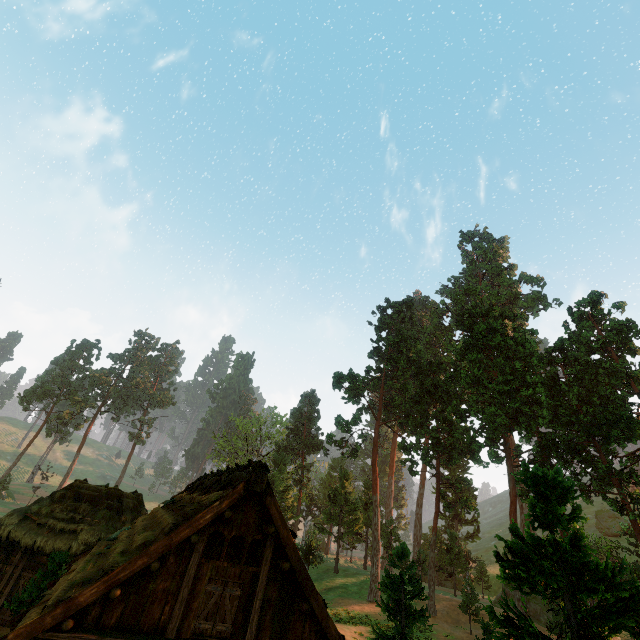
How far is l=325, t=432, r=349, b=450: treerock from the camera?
40.0m

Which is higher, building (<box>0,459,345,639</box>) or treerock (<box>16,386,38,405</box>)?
treerock (<box>16,386,38,405</box>)

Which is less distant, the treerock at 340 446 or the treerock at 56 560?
the treerock at 56 560

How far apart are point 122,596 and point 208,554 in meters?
11.8

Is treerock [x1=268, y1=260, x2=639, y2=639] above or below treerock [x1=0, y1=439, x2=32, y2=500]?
above

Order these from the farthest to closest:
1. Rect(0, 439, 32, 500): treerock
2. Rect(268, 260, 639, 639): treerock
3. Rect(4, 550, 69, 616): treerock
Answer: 1. Rect(0, 439, 32, 500): treerock
2. Rect(4, 550, 69, 616): treerock
3. Rect(268, 260, 639, 639): treerock
